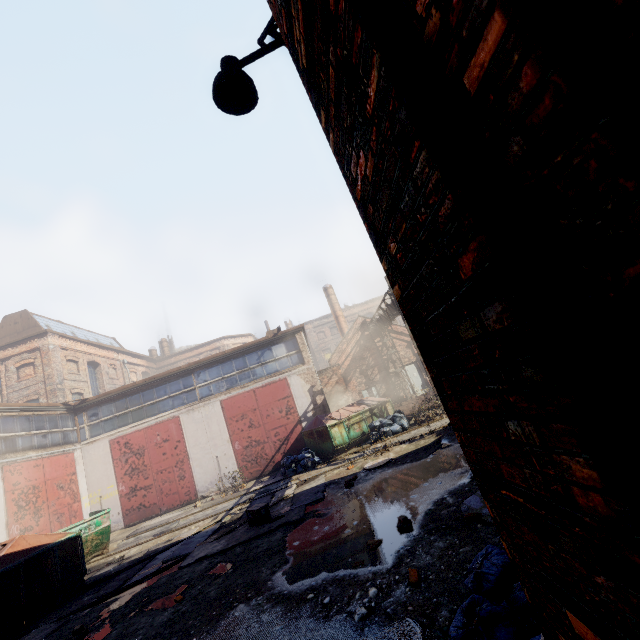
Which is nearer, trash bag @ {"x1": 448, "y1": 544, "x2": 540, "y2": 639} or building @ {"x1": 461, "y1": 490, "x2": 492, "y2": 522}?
trash bag @ {"x1": 448, "y1": 544, "x2": 540, "y2": 639}

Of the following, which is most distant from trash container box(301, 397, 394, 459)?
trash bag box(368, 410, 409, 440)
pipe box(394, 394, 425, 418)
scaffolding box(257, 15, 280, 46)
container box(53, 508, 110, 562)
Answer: scaffolding box(257, 15, 280, 46)

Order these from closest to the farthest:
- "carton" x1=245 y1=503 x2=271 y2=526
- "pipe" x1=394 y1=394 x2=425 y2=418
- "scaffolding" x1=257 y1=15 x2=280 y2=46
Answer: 1. "scaffolding" x1=257 y1=15 x2=280 y2=46
2. "carton" x1=245 y1=503 x2=271 y2=526
3. "pipe" x1=394 y1=394 x2=425 y2=418

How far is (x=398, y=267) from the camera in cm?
149

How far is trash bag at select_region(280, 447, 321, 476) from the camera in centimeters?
1289cm

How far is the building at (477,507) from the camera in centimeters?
460cm

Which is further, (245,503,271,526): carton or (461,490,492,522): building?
(245,503,271,526): carton

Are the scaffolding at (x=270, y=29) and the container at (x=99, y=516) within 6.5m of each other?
no
